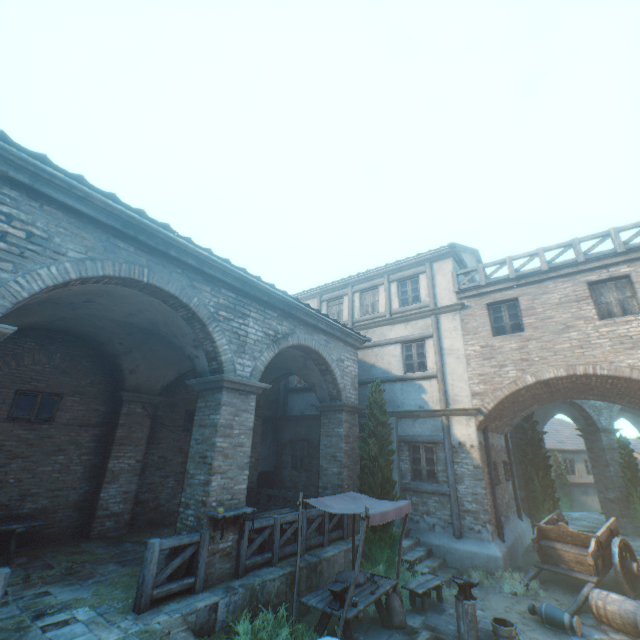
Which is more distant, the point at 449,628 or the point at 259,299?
the point at 259,299

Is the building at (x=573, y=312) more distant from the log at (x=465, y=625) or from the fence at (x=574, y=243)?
the log at (x=465, y=625)

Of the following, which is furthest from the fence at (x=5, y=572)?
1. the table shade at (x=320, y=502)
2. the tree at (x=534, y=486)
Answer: the tree at (x=534, y=486)

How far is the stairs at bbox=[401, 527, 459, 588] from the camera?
9.19m

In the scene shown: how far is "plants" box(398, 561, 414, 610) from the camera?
7.69m

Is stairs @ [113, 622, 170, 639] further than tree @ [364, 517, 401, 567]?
No

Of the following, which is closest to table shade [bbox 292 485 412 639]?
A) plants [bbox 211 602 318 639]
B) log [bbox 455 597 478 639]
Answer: plants [bbox 211 602 318 639]

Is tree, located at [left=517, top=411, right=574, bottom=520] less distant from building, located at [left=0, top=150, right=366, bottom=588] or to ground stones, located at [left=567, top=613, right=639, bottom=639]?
ground stones, located at [left=567, top=613, right=639, bottom=639]
